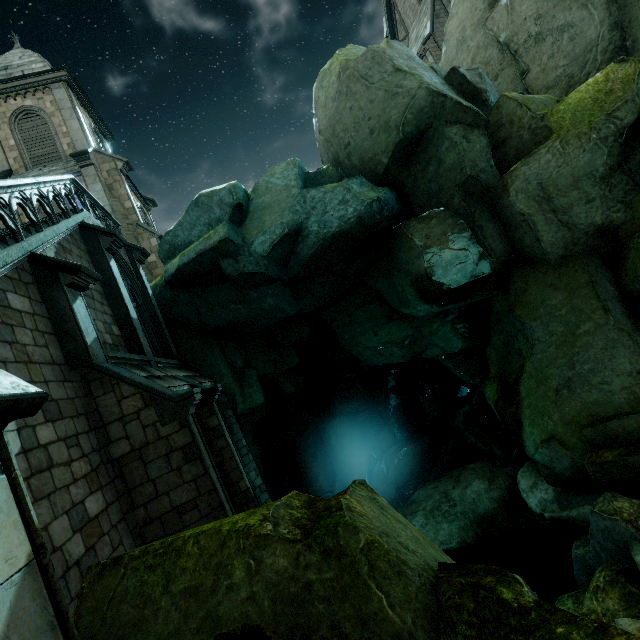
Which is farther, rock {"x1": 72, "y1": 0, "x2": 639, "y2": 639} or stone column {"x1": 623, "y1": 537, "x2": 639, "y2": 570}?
stone column {"x1": 623, "y1": 537, "x2": 639, "y2": 570}

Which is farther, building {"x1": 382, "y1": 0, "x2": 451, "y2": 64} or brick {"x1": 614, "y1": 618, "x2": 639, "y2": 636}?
building {"x1": 382, "y1": 0, "x2": 451, "y2": 64}

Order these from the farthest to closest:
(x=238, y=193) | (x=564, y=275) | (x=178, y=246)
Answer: (x=178, y=246) → (x=238, y=193) → (x=564, y=275)

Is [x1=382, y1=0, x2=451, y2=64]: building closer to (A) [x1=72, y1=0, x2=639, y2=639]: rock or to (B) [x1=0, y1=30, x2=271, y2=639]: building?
(A) [x1=72, y1=0, x2=639, y2=639]: rock

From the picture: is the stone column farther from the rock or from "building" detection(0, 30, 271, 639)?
"building" detection(0, 30, 271, 639)

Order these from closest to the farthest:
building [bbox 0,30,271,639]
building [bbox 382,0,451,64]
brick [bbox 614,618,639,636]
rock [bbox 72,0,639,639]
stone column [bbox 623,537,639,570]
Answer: building [bbox 0,30,271,639] → rock [bbox 72,0,639,639] → brick [bbox 614,618,639,636] → stone column [bbox 623,537,639,570] → building [bbox 382,0,451,64]

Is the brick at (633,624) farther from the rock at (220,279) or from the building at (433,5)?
the building at (433,5)

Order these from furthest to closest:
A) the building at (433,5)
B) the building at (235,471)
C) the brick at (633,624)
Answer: the building at (433,5) < the brick at (633,624) < the building at (235,471)
